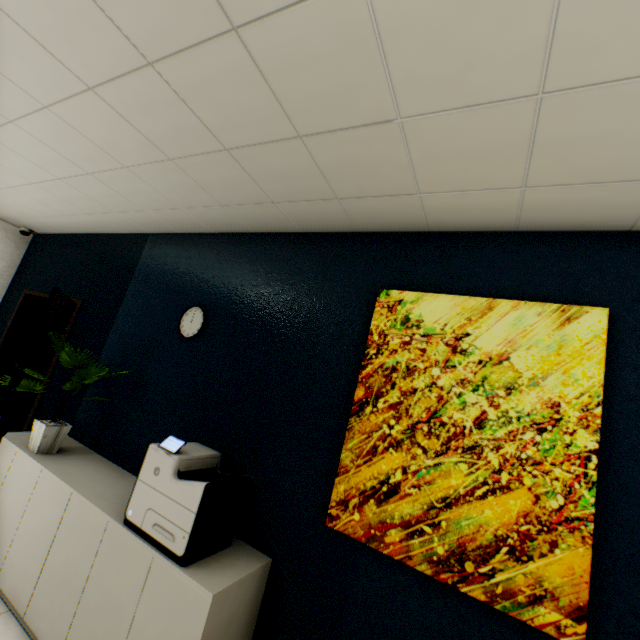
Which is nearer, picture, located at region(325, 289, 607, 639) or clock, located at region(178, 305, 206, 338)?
picture, located at region(325, 289, 607, 639)

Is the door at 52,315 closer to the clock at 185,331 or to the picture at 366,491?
the clock at 185,331

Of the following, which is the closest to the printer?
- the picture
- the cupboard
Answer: the cupboard

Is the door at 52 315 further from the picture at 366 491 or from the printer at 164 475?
the picture at 366 491

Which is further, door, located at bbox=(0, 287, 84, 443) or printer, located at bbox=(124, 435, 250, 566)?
door, located at bbox=(0, 287, 84, 443)

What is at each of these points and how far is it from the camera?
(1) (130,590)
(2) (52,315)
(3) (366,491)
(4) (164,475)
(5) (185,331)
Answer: (1) cupboard, 1.7 meters
(2) door, 2.7 meters
(3) picture, 1.8 meters
(4) printer, 1.8 meters
(5) clock, 2.8 meters

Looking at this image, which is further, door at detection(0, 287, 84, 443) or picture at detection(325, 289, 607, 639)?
door at detection(0, 287, 84, 443)

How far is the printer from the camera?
1.69m
